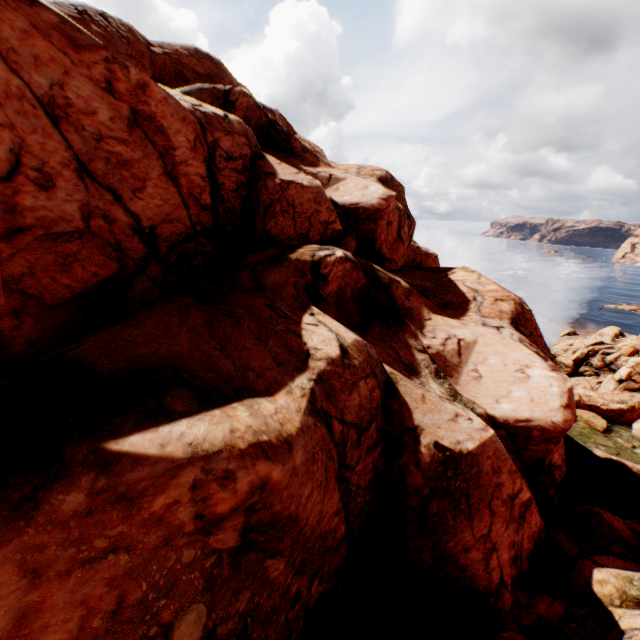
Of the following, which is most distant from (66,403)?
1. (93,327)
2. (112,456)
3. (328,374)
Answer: (328,374)

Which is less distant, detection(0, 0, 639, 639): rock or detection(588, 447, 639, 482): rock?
detection(0, 0, 639, 639): rock

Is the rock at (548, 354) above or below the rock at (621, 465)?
above

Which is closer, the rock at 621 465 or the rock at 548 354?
the rock at 548 354

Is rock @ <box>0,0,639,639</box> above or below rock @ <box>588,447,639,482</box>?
above
